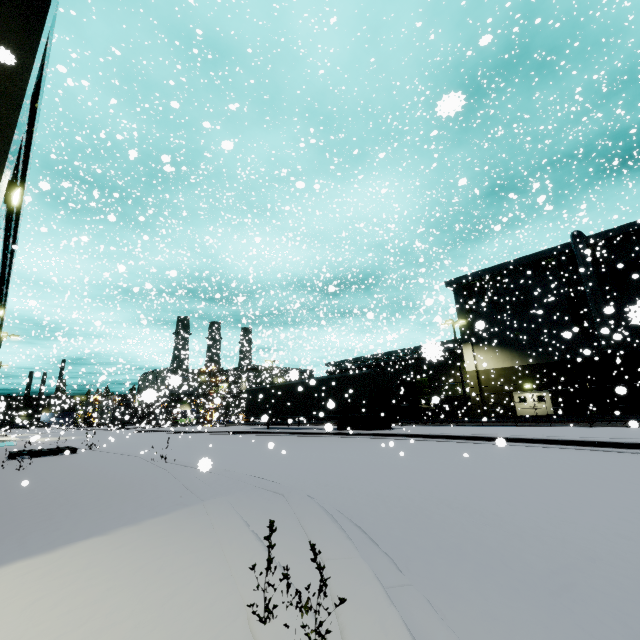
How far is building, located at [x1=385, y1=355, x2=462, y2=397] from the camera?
37.59m

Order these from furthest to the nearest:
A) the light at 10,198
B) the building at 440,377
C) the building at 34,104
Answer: the building at 440,377, the light at 10,198, the building at 34,104

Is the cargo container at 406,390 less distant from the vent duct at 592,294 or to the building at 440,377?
the building at 440,377

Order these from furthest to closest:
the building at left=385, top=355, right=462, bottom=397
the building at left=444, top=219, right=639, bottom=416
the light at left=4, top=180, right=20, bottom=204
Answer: the building at left=385, top=355, right=462, bottom=397 → the building at left=444, top=219, right=639, bottom=416 → the light at left=4, top=180, right=20, bottom=204

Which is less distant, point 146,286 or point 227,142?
point 227,142

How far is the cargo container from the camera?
30.73m

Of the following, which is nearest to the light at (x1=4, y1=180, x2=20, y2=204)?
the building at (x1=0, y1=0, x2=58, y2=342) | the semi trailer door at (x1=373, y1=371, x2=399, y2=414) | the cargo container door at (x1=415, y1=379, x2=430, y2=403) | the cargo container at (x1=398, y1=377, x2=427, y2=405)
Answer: the building at (x1=0, y1=0, x2=58, y2=342)

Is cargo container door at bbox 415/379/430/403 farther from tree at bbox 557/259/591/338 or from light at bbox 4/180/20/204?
light at bbox 4/180/20/204
